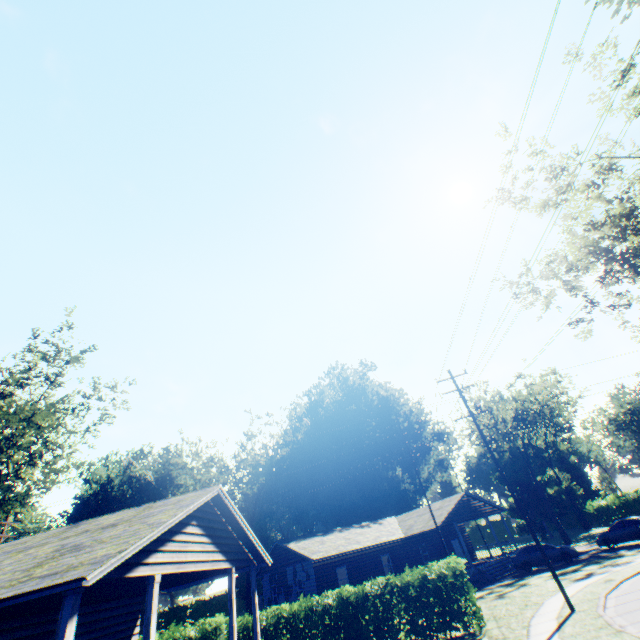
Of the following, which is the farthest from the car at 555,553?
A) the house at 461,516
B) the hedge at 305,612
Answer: the hedge at 305,612

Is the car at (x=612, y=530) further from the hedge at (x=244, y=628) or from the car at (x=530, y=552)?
the hedge at (x=244, y=628)

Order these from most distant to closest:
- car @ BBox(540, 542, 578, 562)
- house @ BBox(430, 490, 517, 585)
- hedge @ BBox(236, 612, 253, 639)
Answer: house @ BBox(430, 490, 517, 585)
car @ BBox(540, 542, 578, 562)
hedge @ BBox(236, 612, 253, 639)

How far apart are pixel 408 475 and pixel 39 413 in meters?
48.8

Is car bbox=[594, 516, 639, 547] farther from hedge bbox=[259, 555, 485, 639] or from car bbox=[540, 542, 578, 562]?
hedge bbox=[259, 555, 485, 639]

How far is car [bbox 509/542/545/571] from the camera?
25.50m

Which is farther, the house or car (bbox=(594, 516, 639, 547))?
the house

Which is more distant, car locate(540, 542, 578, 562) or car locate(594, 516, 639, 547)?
car locate(594, 516, 639, 547)
